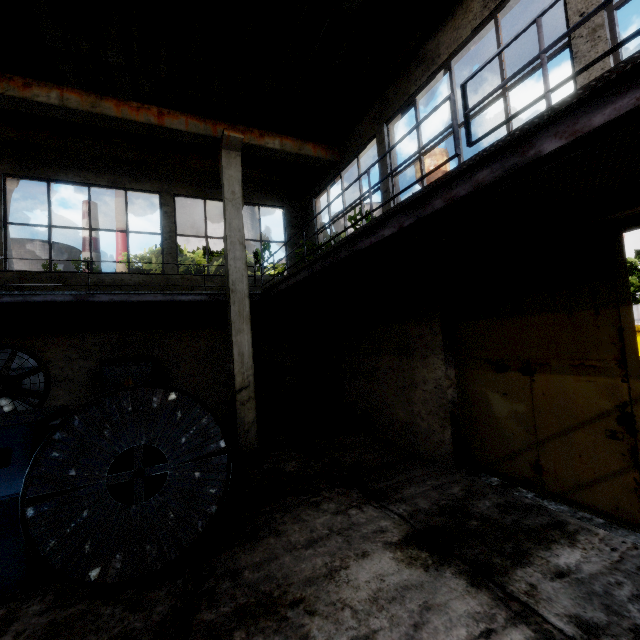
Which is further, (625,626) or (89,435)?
(89,435)

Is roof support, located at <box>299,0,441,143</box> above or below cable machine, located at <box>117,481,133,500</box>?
above

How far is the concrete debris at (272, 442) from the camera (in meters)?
7.89

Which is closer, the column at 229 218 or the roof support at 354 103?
the roof support at 354 103

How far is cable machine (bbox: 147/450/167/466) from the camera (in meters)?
4.50

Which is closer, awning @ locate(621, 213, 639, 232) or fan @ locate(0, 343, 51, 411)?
awning @ locate(621, 213, 639, 232)

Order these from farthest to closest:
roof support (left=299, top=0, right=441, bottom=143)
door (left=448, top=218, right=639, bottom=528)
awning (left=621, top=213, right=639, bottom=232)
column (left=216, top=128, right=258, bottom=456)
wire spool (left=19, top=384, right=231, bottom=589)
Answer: column (left=216, top=128, right=258, bottom=456), roof support (left=299, top=0, right=441, bottom=143), awning (left=621, top=213, right=639, bottom=232), door (left=448, top=218, right=639, bottom=528), wire spool (left=19, top=384, right=231, bottom=589)

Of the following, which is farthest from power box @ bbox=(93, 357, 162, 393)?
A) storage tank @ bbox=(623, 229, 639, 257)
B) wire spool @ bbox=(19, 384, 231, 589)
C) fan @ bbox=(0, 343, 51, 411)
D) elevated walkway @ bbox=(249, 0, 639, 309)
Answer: storage tank @ bbox=(623, 229, 639, 257)
